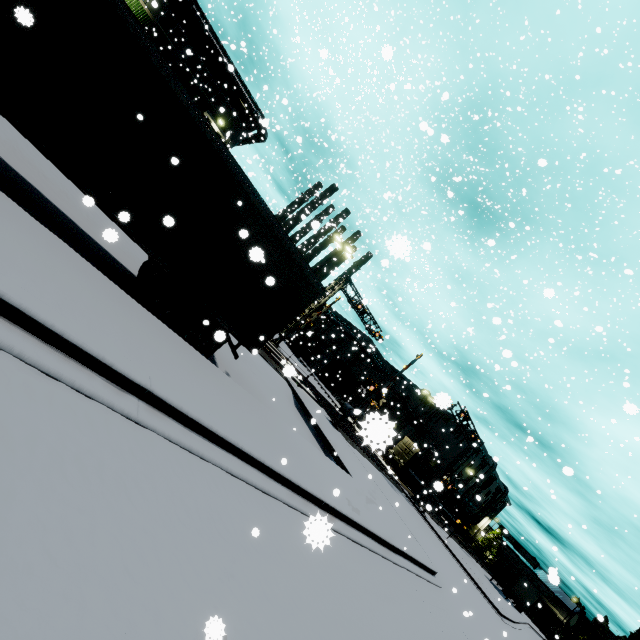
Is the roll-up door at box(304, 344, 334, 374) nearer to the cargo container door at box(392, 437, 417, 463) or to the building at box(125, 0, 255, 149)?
the building at box(125, 0, 255, 149)

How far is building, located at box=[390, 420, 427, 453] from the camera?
53.53m

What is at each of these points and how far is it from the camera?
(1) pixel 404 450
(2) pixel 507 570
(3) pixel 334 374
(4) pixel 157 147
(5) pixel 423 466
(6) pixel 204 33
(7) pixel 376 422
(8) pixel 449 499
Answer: (1) cargo container door, 40.0m
(2) semi trailer, 38.8m
(3) building, 51.8m
(4) semi trailer, 6.5m
(5) cargo container, 41.2m
(6) pipe, 28.9m
(7) building, 1.5m
(8) cargo container, 48.9m

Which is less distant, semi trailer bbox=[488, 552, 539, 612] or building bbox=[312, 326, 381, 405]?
semi trailer bbox=[488, 552, 539, 612]

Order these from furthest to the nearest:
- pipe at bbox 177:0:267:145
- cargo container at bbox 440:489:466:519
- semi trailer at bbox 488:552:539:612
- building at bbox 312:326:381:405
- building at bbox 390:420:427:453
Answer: building at bbox 390:420:427:453 → building at bbox 312:326:381:405 → cargo container at bbox 440:489:466:519 → semi trailer at bbox 488:552:539:612 → pipe at bbox 177:0:267:145

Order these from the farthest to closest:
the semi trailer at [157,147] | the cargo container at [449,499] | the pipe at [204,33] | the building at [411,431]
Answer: the building at [411,431] < the cargo container at [449,499] < the pipe at [204,33] < the semi trailer at [157,147]

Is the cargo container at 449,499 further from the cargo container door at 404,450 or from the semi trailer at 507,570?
the semi trailer at 507,570

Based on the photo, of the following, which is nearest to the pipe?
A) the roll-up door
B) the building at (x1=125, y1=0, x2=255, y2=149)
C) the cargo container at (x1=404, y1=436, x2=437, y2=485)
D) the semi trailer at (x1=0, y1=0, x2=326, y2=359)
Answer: the building at (x1=125, y1=0, x2=255, y2=149)
